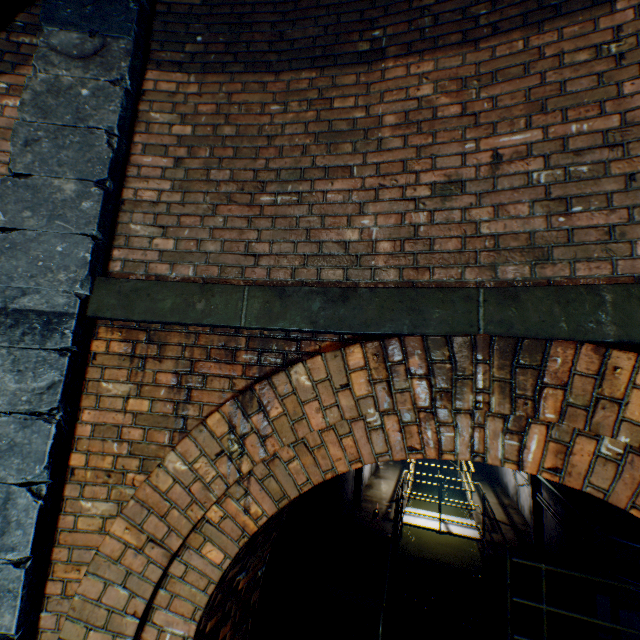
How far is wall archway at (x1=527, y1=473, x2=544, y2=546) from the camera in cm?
754

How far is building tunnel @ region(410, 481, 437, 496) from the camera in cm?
1321

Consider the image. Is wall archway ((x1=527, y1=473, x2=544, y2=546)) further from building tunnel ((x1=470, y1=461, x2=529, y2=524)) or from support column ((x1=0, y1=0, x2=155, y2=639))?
support column ((x1=0, y1=0, x2=155, y2=639))

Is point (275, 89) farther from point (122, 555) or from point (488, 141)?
point (122, 555)

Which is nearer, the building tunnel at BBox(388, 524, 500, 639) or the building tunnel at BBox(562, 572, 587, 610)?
the building tunnel at BBox(562, 572, 587, 610)

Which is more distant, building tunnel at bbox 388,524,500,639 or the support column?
building tunnel at bbox 388,524,500,639

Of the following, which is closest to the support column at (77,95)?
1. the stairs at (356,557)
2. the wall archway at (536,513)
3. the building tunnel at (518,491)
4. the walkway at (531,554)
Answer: the building tunnel at (518,491)

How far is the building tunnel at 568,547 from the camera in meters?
5.7 m
